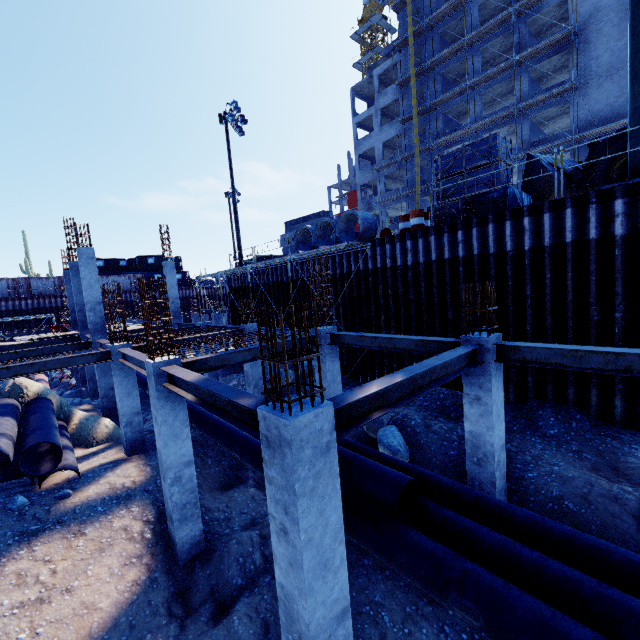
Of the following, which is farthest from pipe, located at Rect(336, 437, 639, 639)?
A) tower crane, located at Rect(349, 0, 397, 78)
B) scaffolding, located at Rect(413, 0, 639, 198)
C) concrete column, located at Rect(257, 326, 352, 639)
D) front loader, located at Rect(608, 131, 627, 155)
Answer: tower crane, located at Rect(349, 0, 397, 78)

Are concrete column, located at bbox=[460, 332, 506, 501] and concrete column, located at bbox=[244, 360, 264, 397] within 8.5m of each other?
no

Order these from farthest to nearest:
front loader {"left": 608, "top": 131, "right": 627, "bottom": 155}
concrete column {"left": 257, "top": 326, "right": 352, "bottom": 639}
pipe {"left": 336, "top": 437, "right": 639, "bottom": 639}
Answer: front loader {"left": 608, "top": 131, "right": 627, "bottom": 155}, pipe {"left": 336, "top": 437, "right": 639, "bottom": 639}, concrete column {"left": 257, "top": 326, "right": 352, "bottom": 639}

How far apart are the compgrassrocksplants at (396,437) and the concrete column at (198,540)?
4.9 meters

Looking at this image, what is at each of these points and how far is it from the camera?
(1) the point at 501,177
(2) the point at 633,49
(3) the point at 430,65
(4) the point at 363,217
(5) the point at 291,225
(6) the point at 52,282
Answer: (1) wooden box, 10.8m
(2) floodlight pole, 8.0m
(3) scaffolding, 33.5m
(4) concrete pipe, 14.9m
(5) concrete beam, 24.0m
(6) fence, 38.1m

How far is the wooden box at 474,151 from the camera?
10.70m

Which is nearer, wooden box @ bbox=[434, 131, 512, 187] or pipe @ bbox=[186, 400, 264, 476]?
pipe @ bbox=[186, 400, 264, 476]

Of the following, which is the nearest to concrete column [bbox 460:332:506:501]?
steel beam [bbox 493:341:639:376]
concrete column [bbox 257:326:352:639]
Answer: steel beam [bbox 493:341:639:376]
